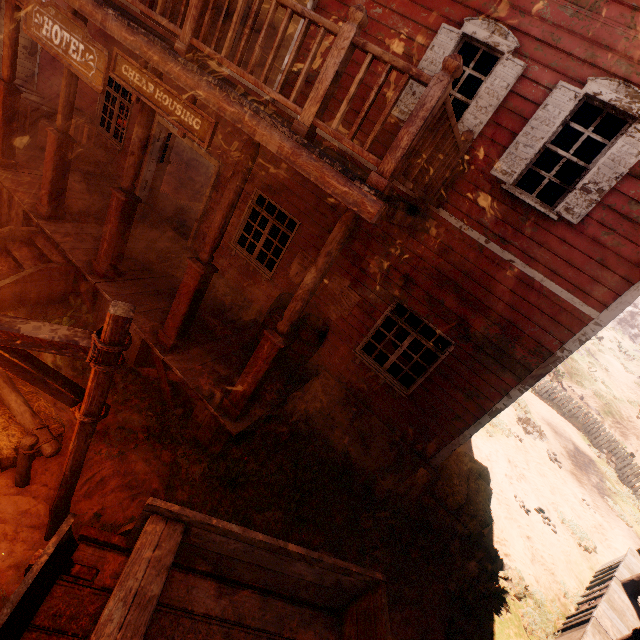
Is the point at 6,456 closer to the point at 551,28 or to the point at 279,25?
the point at 551,28

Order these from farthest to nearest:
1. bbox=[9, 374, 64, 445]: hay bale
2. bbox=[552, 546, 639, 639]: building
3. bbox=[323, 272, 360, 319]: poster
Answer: bbox=[323, 272, 360, 319]: poster
bbox=[552, 546, 639, 639]: building
bbox=[9, 374, 64, 445]: hay bale

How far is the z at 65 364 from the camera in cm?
516

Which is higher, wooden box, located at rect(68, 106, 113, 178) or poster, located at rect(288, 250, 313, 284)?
poster, located at rect(288, 250, 313, 284)

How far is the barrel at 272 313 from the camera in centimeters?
611cm

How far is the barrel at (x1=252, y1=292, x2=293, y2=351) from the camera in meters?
6.1 m

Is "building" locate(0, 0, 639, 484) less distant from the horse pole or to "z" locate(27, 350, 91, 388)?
"z" locate(27, 350, 91, 388)

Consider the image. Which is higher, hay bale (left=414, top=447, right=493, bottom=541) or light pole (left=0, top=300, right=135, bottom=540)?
light pole (left=0, top=300, right=135, bottom=540)
